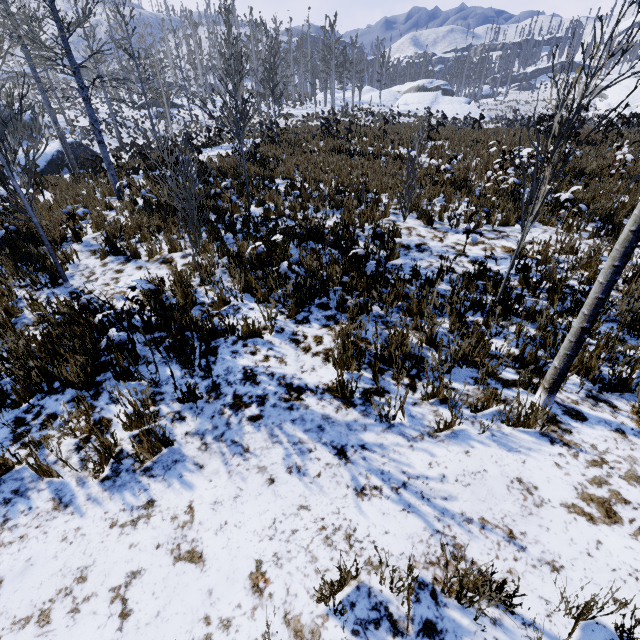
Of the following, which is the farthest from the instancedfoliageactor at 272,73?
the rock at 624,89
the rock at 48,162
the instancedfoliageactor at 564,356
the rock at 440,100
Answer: the rock at 624,89

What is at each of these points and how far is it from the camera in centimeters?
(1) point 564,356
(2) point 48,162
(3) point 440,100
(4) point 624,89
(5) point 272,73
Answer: (1) instancedfoliageactor, 276cm
(2) rock, 1864cm
(3) rock, 4612cm
(4) rock, 5706cm
(5) instancedfoliageactor, 1380cm

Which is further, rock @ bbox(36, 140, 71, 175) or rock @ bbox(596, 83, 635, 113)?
rock @ bbox(596, 83, 635, 113)

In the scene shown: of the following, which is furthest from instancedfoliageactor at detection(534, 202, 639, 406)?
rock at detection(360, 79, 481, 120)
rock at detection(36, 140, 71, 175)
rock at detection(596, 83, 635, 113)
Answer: rock at detection(596, 83, 635, 113)

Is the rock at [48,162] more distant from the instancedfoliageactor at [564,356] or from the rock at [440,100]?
the rock at [440,100]

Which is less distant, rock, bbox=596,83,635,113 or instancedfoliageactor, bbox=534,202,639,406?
instancedfoliageactor, bbox=534,202,639,406

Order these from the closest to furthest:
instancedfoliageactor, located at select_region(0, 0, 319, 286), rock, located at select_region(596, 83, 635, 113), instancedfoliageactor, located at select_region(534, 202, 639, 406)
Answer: instancedfoliageactor, located at select_region(534, 202, 639, 406)
instancedfoliageactor, located at select_region(0, 0, 319, 286)
rock, located at select_region(596, 83, 635, 113)

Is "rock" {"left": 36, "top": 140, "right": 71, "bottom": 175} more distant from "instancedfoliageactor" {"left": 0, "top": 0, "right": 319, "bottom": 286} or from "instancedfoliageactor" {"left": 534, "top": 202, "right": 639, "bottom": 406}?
"instancedfoliageactor" {"left": 534, "top": 202, "right": 639, "bottom": 406}
